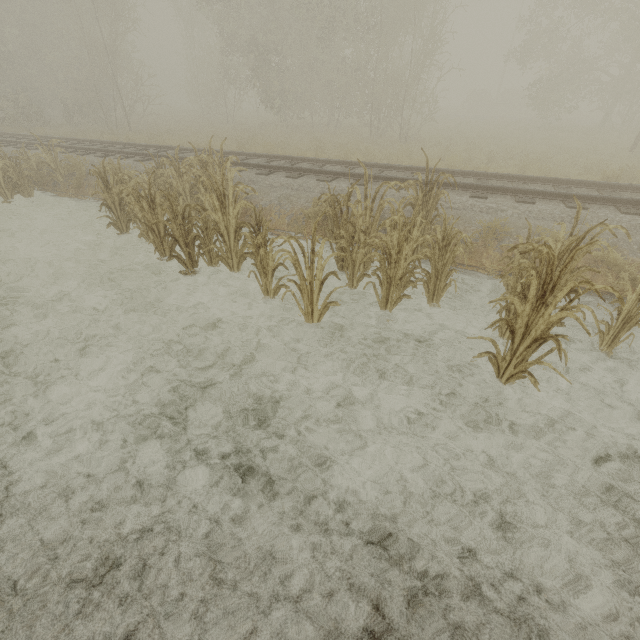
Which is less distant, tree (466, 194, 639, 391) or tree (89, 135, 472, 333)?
tree (466, 194, 639, 391)

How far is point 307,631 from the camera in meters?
2.2

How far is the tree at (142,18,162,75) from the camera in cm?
5547

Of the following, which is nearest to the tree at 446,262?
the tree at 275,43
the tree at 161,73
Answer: the tree at 275,43

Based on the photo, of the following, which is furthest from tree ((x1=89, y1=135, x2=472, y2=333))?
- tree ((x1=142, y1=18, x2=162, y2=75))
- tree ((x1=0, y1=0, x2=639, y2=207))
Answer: tree ((x1=142, y1=18, x2=162, y2=75))

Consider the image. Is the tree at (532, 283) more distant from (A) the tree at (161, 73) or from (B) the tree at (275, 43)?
(A) the tree at (161, 73)

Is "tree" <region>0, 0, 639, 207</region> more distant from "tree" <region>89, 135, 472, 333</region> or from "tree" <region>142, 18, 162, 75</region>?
"tree" <region>142, 18, 162, 75</region>
